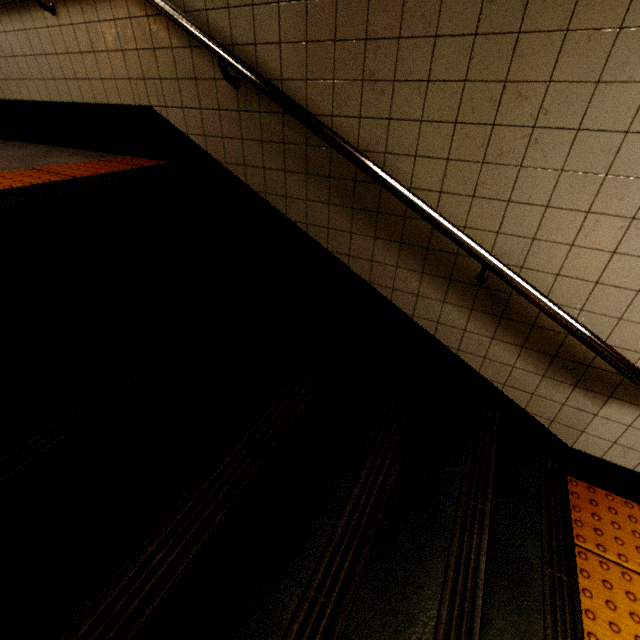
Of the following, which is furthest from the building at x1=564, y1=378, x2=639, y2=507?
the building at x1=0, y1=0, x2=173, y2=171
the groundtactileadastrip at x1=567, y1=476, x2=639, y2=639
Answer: the building at x1=0, y1=0, x2=173, y2=171

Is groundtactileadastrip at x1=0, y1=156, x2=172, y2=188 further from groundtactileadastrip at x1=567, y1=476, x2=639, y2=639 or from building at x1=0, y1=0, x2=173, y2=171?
groundtactileadastrip at x1=567, y1=476, x2=639, y2=639

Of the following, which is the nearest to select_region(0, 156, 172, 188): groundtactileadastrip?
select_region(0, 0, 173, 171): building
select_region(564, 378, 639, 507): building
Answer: select_region(0, 0, 173, 171): building

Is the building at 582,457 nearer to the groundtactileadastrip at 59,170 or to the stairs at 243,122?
the stairs at 243,122

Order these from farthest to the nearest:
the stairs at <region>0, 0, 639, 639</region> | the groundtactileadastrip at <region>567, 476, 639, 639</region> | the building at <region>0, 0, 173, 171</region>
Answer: the building at <region>0, 0, 173, 171</region>
the groundtactileadastrip at <region>567, 476, 639, 639</region>
the stairs at <region>0, 0, 639, 639</region>

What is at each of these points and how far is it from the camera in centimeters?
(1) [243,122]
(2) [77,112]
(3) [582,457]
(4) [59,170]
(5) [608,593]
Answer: (1) stairs, 187cm
(2) building, 263cm
(3) building, 188cm
(4) groundtactileadastrip, 204cm
(5) groundtactileadastrip, 160cm

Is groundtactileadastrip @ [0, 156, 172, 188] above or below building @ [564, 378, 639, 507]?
above

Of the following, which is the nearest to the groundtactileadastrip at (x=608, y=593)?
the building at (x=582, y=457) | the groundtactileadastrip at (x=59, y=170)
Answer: the building at (x=582, y=457)
